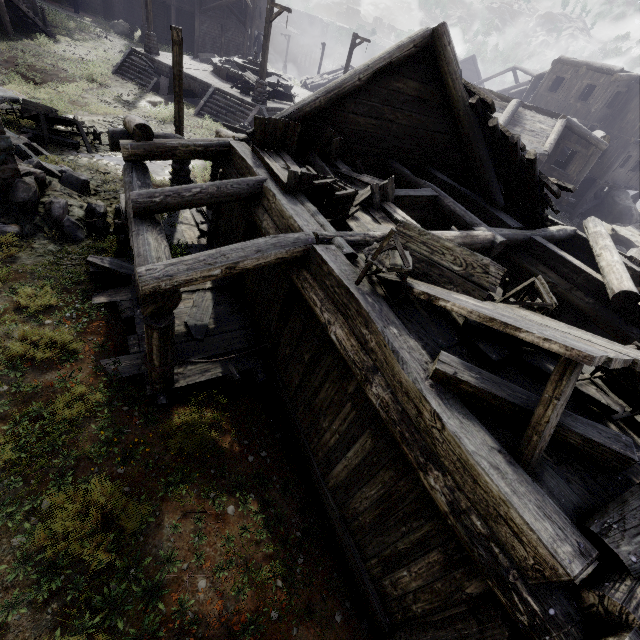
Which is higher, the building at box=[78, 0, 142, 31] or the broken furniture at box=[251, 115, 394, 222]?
the broken furniture at box=[251, 115, 394, 222]

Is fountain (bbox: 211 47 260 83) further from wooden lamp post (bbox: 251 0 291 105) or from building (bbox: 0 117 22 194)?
building (bbox: 0 117 22 194)

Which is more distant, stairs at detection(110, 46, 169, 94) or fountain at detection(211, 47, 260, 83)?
fountain at detection(211, 47, 260, 83)

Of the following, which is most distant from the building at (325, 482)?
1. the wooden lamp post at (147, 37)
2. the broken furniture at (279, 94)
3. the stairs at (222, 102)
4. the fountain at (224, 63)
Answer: the fountain at (224, 63)

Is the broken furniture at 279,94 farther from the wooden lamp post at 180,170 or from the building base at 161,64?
the wooden lamp post at 180,170

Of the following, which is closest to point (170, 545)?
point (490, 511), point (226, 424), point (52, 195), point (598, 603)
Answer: point (226, 424)

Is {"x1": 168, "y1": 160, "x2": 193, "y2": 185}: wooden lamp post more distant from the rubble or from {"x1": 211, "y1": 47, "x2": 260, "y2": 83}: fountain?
{"x1": 211, "y1": 47, "x2": 260, "y2": 83}: fountain

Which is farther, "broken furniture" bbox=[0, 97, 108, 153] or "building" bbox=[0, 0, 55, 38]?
"building" bbox=[0, 0, 55, 38]
